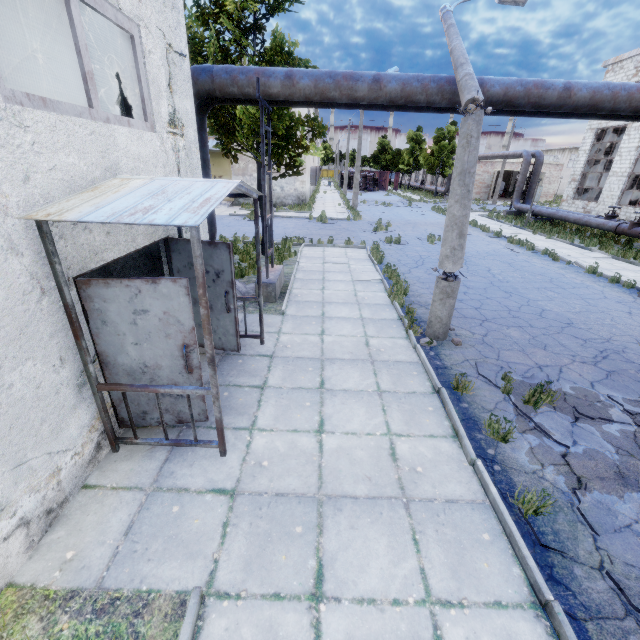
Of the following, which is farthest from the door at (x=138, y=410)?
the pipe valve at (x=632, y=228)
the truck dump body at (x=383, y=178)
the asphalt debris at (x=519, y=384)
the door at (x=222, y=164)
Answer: the truck dump body at (x=383, y=178)

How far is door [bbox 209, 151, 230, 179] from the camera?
27.0 meters

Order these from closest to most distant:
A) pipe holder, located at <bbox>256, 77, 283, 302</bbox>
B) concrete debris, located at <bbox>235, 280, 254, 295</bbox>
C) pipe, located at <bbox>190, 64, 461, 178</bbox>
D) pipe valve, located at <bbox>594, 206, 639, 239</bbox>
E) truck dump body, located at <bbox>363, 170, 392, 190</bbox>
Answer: pipe, located at <bbox>190, 64, 461, 178</bbox> < pipe holder, located at <bbox>256, 77, 283, 302</bbox> < concrete debris, located at <bbox>235, 280, 254, 295</bbox> < pipe valve, located at <bbox>594, 206, 639, 239</bbox> < truck dump body, located at <bbox>363, 170, 392, 190</bbox>

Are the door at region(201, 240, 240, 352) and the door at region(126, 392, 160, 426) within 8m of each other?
yes

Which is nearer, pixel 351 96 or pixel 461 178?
pixel 461 178

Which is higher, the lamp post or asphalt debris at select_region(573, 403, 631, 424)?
the lamp post

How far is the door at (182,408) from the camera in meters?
4.4 m

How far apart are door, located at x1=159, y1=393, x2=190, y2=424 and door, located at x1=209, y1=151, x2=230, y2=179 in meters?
27.2
